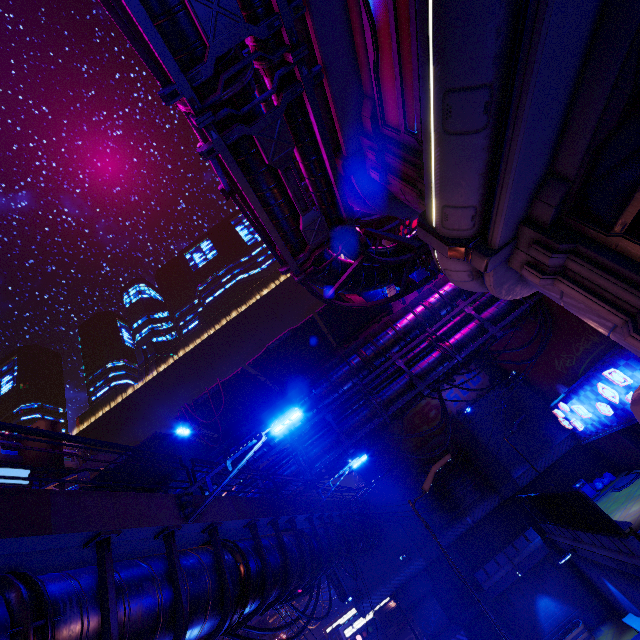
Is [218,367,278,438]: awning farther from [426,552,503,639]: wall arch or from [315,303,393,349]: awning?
[426,552,503,639]: wall arch

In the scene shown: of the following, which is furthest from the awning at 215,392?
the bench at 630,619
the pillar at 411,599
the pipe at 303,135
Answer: the bench at 630,619

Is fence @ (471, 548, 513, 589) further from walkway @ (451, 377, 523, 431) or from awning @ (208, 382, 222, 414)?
awning @ (208, 382, 222, 414)

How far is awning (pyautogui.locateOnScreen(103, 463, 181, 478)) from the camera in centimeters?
1577cm

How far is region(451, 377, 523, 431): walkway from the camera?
25.7m

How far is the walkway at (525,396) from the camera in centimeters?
2341cm

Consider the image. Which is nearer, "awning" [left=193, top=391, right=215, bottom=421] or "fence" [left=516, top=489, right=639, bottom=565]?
"fence" [left=516, top=489, right=639, bottom=565]

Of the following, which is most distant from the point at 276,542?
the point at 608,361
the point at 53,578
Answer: the point at 608,361
